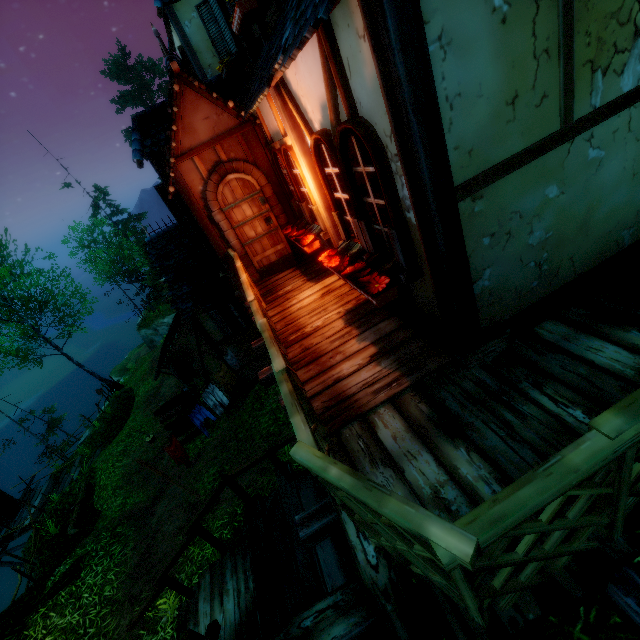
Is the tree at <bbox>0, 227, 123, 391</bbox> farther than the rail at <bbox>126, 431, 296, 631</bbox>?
Yes

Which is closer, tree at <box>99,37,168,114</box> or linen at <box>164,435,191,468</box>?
linen at <box>164,435,191,468</box>

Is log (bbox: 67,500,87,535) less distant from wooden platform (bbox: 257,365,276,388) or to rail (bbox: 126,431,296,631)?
rail (bbox: 126,431,296,631)

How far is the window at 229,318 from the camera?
11.3m

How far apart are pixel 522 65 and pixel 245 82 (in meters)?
7.32

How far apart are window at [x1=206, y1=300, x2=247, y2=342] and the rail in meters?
7.0

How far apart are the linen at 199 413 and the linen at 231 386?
0.9m

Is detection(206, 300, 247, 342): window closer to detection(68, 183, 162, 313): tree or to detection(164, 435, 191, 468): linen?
detection(164, 435, 191, 468): linen
